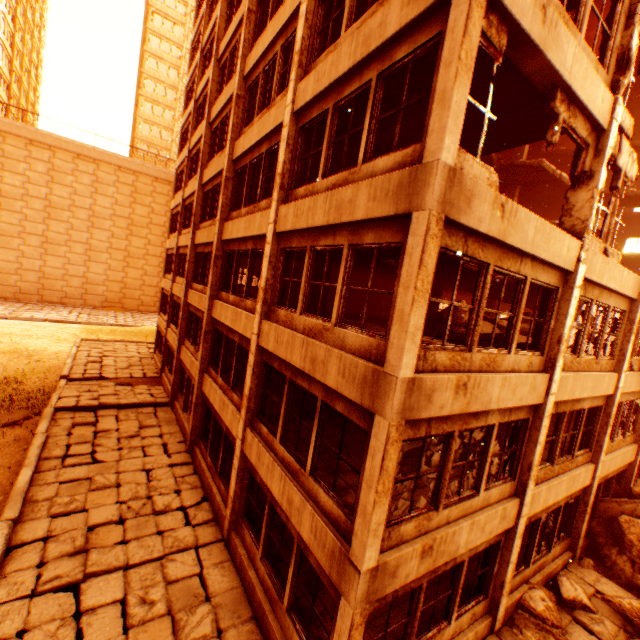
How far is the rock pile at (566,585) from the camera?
8.7 meters

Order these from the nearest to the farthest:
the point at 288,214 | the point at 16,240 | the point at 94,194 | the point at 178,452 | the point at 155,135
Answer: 1. the point at 288,214
2. the point at 178,452
3. the point at 16,240
4. the point at 94,194
5. the point at 155,135

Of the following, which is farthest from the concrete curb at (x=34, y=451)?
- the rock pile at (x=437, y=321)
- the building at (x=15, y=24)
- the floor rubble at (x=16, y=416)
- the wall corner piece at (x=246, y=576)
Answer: the building at (x=15, y=24)

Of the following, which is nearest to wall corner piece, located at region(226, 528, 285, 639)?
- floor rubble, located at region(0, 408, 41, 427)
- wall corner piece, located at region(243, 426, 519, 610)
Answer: wall corner piece, located at region(243, 426, 519, 610)

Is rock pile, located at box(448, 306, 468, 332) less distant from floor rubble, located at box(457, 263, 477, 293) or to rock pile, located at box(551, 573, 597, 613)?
floor rubble, located at box(457, 263, 477, 293)

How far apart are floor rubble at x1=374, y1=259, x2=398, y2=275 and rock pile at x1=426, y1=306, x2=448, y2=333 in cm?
91

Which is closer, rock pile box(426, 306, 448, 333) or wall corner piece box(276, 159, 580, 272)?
wall corner piece box(276, 159, 580, 272)
